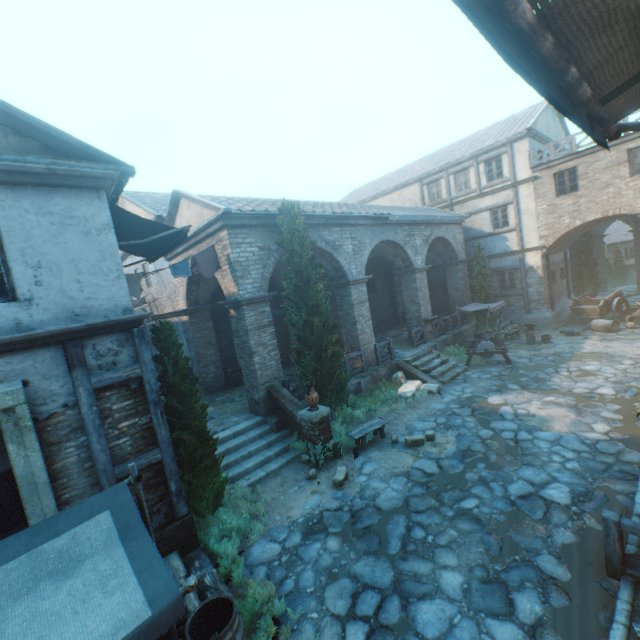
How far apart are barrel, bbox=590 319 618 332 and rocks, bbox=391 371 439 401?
10.6m

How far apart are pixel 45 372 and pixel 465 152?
24.6m

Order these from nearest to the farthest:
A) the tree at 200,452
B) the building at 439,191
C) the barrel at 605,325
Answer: the tree at 200,452 < the barrel at 605,325 < the building at 439,191

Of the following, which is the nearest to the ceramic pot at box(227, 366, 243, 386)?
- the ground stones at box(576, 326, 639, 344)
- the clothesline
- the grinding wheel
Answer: the clothesline

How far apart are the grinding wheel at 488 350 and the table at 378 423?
7.1 meters

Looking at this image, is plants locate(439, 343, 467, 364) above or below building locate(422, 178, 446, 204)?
below

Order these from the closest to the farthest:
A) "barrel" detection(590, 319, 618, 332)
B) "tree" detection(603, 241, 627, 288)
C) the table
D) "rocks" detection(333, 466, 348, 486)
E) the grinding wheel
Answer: "rocks" detection(333, 466, 348, 486) < the table < the grinding wheel < "barrel" detection(590, 319, 618, 332) < "tree" detection(603, 241, 627, 288)

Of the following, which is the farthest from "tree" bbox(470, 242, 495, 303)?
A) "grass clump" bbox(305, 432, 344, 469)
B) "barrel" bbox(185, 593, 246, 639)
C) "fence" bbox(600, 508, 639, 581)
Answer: "fence" bbox(600, 508, 639, 581)
